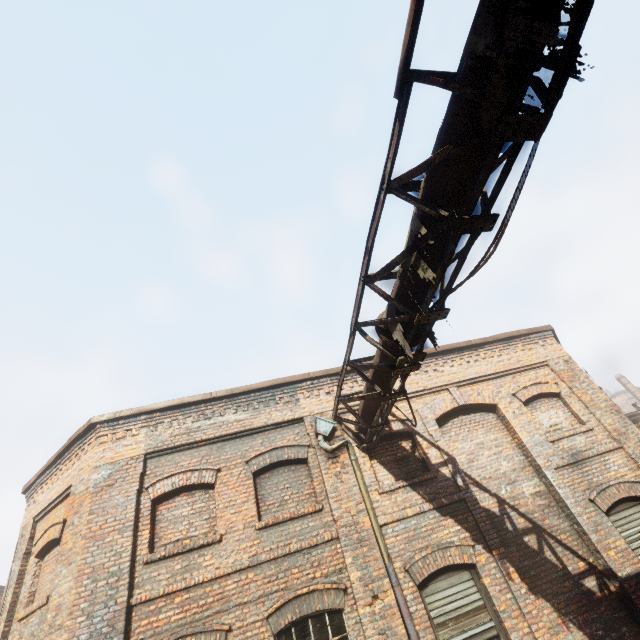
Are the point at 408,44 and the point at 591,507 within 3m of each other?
no
